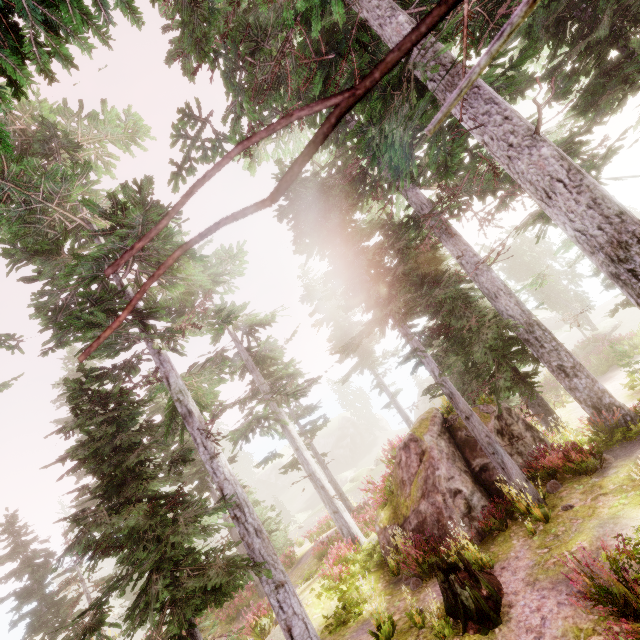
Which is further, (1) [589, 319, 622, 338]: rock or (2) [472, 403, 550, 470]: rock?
(1) [589, 319, 622, 338]: rock

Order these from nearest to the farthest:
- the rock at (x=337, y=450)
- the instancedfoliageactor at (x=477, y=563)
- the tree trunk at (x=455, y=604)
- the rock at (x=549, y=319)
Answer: the tree trunk at (x=455, y=604), the instancedfoliageactor at (x=477, y=563), the rock at (x=549, y=319), the rock at (x=337, y=450)

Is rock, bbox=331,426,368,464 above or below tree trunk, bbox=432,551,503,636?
below

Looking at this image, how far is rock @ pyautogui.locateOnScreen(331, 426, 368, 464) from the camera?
56.6 meters

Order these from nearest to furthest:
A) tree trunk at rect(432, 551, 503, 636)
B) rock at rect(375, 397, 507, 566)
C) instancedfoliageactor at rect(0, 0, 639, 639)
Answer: instancedfoliageactor at rect(0, 0, 639, 639), tree trunk at rect(432, 551, 503, 636), rock at rect(375, 397, 507, 566)

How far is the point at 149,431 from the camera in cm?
884

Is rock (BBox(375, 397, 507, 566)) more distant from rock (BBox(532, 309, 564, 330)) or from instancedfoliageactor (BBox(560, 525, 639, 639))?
rock (BBox(532, 309, 564, 330))

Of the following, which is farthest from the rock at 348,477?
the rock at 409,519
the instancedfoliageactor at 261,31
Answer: the rock at 409,519
